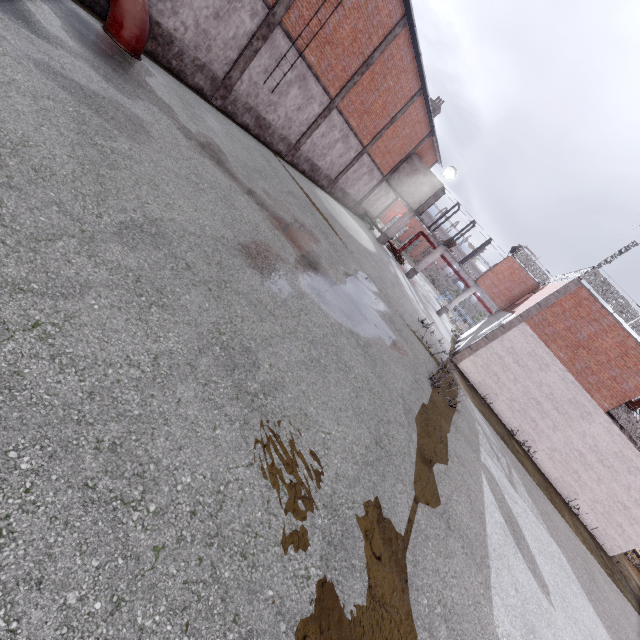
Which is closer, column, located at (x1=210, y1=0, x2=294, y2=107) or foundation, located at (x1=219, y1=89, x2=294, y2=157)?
column, located at (x1=210, y1=0, x2=294, y2=107)

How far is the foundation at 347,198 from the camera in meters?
25.1

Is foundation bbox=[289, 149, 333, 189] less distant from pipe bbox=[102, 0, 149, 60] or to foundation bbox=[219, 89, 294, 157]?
foundation bbox=[219, 89, 294, 157]

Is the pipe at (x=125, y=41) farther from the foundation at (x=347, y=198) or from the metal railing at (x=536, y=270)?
the metal railing at (x=536, y=270)

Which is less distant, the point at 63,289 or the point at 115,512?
the point at 115,512

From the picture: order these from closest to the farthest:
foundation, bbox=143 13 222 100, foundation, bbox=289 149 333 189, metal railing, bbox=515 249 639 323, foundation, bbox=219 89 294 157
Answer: foundation, bbox=143 13 222 100
foundation, bbox=219 89 294 157
metal railing, bbox=515 249 639 323
foundation, bbox=289 149 333 189

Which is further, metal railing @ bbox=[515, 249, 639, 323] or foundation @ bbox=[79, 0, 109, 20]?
metal railing @ bbox=[515, 249, 639, 323]

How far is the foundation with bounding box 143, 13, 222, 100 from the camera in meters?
10.6
